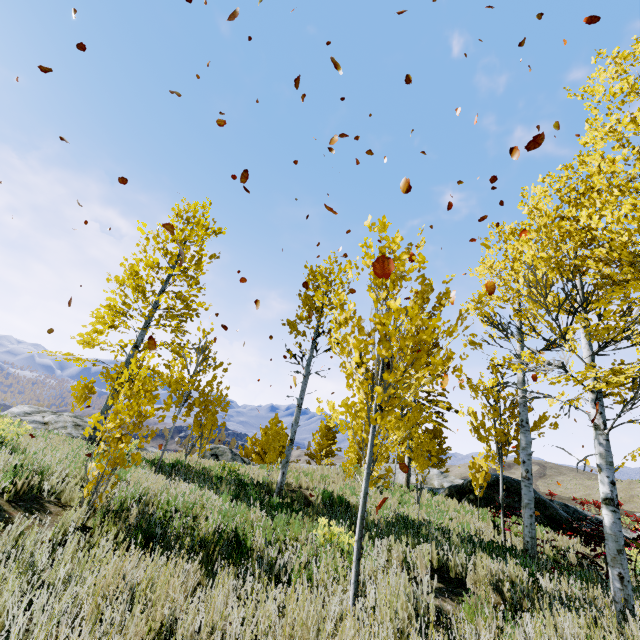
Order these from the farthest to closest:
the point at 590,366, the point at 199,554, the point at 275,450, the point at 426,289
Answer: the point at 275,450
the point at 590,366
the point at 199,554
the point at 426,289

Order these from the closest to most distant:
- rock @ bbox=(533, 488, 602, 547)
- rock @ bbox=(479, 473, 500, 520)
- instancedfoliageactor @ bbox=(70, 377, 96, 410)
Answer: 1. rock @ bbox=(533, 488, 602, 547)
2. rock @ bbox=(479, 473, 500, 520)
3. instancedfoliageactor @ bbox=(70, 377, 96, 410)

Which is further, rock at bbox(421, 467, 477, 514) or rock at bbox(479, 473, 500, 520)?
rock at bbox(421, 467, 477, 514)

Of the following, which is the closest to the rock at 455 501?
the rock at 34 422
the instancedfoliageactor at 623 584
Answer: the instancedfoliageactor at 623 584

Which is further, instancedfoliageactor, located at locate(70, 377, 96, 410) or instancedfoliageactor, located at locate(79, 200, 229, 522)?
instancedfoliageactor, located at locate(70, 377, 96, 410)

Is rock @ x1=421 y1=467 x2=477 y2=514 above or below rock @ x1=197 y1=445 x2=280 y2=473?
above

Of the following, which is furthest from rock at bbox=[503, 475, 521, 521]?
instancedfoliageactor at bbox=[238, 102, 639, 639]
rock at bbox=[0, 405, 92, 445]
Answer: rock at bbox=[0, 405, 92, 445]

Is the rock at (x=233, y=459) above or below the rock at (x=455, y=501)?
below
